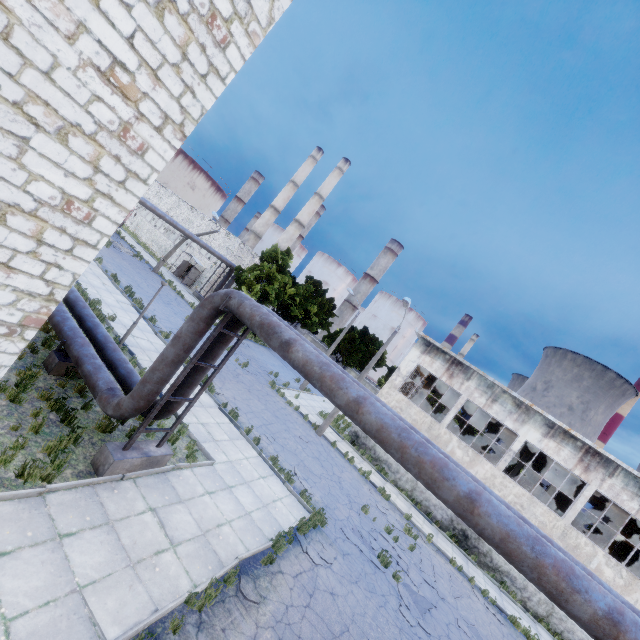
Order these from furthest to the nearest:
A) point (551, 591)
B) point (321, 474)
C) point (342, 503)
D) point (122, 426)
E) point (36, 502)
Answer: point (321, 474) → point (342, 503) → point (122, 426) → point (36, 502) → point (551, 591)

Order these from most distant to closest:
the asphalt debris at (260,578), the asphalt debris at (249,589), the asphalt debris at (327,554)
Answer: the asphalt debris at (327,554), the asphalt debris at (260,578), the asphalt debris at (249,589)

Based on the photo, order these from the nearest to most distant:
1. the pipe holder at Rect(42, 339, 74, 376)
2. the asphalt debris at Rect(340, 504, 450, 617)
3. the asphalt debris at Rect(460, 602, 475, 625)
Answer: the pipe holder at Rect(42, 339, 74, 376), the asphalt debris at Rect(340, 504, 450, 617), the asphalt debris at Rect(460, 602, 475, 625)

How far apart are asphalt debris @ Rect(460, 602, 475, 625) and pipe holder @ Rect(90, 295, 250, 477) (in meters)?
13.28

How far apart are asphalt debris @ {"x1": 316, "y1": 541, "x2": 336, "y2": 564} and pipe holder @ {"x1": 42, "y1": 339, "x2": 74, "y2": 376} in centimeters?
805cm

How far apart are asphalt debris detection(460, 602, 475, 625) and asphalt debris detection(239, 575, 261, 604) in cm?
993

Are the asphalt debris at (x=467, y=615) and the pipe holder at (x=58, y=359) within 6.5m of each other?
no

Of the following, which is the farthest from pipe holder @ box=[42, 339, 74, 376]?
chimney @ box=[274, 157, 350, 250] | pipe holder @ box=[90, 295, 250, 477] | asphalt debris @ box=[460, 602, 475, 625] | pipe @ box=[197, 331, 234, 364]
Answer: chimney @ box=[274, 157, 350, 250]
